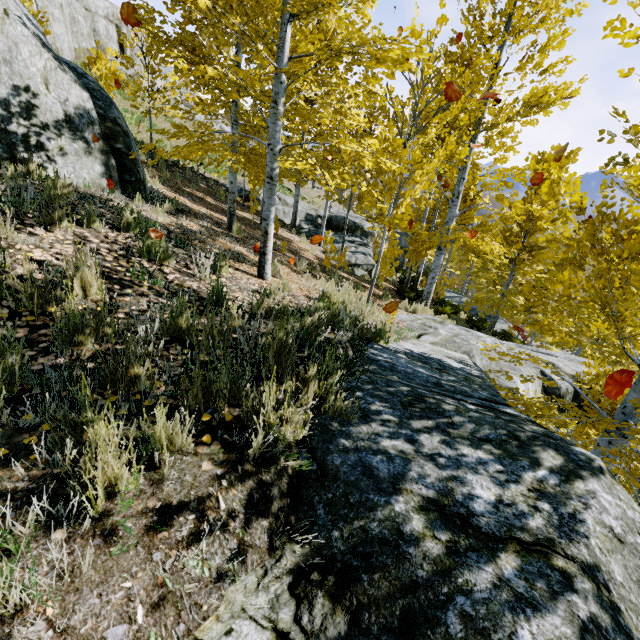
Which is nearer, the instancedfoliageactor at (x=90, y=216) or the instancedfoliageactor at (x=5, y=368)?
the instancedfoliageactor at (x=5, y=368)

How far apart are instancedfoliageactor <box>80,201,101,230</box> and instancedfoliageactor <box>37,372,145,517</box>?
3.0 meters

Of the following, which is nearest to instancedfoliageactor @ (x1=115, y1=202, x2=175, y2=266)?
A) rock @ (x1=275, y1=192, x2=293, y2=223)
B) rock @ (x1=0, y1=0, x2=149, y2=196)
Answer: rock @ (x1=0, y1=0, x2=149, y2=196)

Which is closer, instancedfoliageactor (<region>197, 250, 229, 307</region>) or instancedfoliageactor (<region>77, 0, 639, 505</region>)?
instancedfoliageactor (<region>77, 0, 639, 505</region>)

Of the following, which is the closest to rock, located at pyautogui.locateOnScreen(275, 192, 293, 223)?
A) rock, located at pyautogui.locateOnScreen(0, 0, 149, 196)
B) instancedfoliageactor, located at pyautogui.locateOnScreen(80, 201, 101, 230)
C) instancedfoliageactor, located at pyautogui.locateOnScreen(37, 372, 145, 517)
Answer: rock, located at pyautogui.locateOnScreen(0, 0, 149, 196)

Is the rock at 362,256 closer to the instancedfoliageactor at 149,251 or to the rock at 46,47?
the rock at 46,47

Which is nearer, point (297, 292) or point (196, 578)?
point (196, 578)

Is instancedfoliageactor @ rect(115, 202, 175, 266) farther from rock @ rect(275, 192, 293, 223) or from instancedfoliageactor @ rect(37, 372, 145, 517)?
rock @ rect(275, 192, 293, 223)
